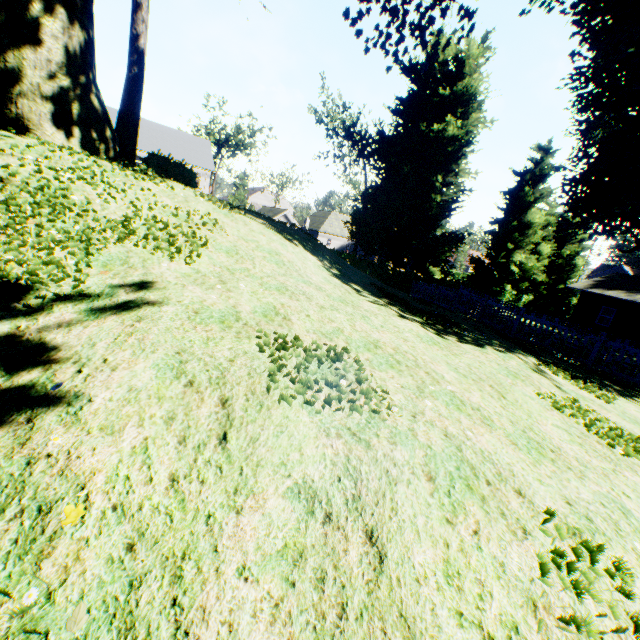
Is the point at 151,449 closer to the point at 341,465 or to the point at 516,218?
the point at 341,465

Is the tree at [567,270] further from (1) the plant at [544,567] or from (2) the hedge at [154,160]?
(2) the hedge at [154,160]

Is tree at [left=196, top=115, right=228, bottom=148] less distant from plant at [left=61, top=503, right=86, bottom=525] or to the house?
plant at [left=61, top=503, right=86, bottom=525]

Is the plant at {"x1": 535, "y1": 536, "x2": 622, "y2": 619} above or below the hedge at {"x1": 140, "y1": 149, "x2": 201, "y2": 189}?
below

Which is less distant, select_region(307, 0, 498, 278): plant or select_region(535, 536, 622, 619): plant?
select_region(535, 536, 622, 619): plant

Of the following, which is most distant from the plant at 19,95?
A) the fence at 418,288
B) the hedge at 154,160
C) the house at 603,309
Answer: the house at 603,309

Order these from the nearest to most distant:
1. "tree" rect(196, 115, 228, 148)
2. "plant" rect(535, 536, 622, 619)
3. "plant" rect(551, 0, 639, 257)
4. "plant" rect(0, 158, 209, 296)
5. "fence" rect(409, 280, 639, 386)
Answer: "plant" rect(535, 536, 622, 619) < "plant" rect(0, 158, 209, 296) < "fence" rect(409, 280, 639, 386) < "plant" rect(551, 0, 639, 257) < "tree" rect(196, 115, 228, 148)

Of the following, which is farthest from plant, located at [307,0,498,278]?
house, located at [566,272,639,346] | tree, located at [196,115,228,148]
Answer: house, located at [566,272,639,346]
